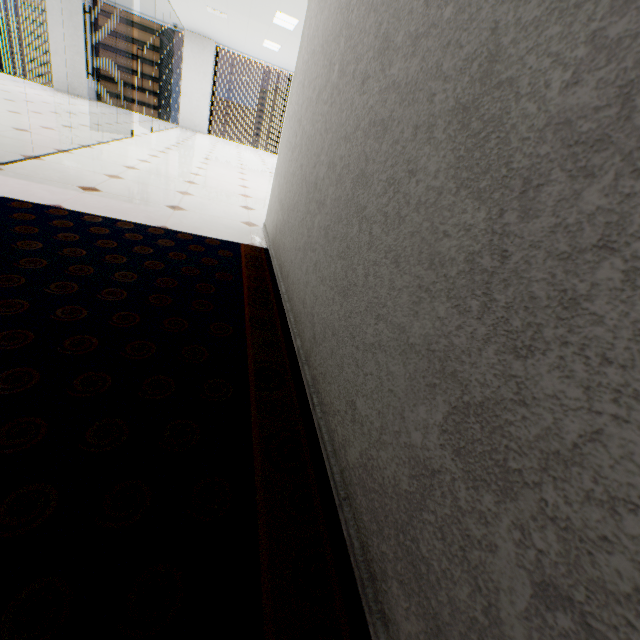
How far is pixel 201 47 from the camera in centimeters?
1138cm
